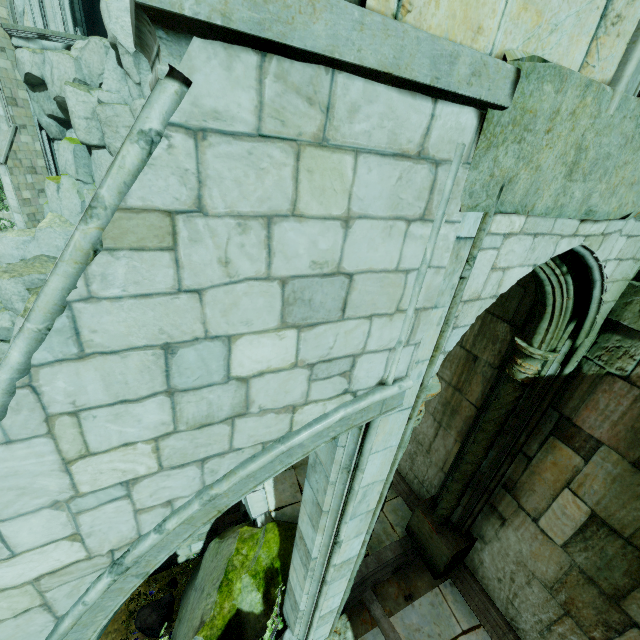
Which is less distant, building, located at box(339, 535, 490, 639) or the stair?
building, located at box(339, 535, 490, 639)

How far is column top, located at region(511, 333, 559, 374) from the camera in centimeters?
416cm

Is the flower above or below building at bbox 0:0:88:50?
below

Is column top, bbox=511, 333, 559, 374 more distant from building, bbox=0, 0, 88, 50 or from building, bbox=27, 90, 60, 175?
building, bbox=27, 90, 60, 175

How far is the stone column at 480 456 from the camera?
4.4m

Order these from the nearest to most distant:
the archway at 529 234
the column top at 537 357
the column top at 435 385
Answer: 1. the archway at 529 234
2. the column top at 435 385
3. the column top at 537 357

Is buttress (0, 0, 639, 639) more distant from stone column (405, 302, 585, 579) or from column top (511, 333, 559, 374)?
column top (511, 333, 559, 374)

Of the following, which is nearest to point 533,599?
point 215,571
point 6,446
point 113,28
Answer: point 215,571
